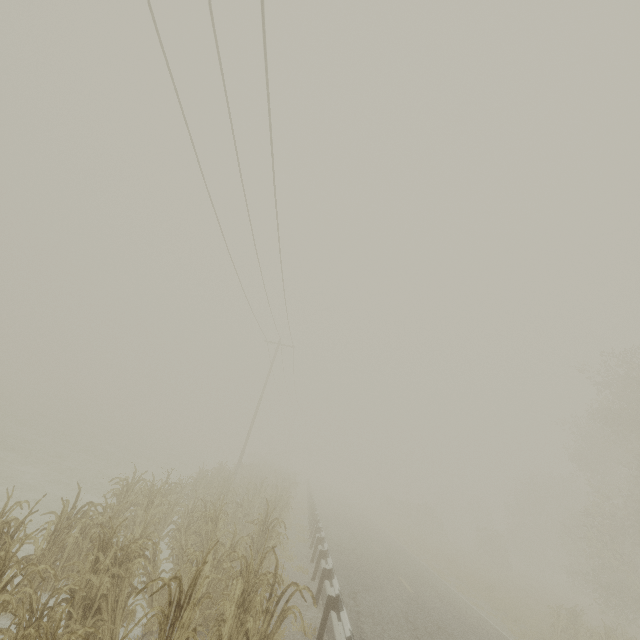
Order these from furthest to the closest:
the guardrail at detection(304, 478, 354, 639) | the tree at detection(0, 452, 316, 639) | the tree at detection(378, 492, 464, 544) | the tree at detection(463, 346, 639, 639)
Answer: the tree at detection(378, 492, 464, 544)
the tree at detection(463, 346, 639, 639)
the guardrail at detection(304, 478, 354, 639)
the tree at detection(0, 452, 316, 639)

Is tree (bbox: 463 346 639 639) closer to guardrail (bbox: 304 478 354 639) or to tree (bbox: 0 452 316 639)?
guardrail (bbox: 304 478 354 639)

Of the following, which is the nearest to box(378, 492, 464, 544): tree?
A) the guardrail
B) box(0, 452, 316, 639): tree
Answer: the guardrail

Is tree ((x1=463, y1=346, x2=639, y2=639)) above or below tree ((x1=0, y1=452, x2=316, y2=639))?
Answer: above

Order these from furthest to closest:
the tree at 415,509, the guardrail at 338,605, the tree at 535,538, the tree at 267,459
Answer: the tree at 415,509, the tree at 535,538, the guardrail at 338,605, the tree at 267,459

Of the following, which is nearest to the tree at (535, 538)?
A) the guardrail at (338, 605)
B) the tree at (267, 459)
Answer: the guardrail at (338, 605)

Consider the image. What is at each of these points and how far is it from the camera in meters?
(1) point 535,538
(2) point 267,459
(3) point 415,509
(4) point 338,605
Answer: (1) tree, 41.6 m
(2) tree, 59.5 m
(3) tree, 40.8 m
(4) guardrail, 7.1 m
